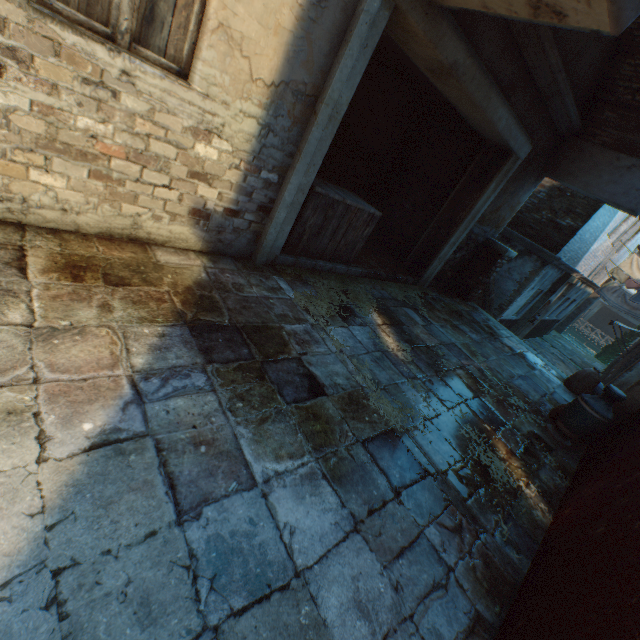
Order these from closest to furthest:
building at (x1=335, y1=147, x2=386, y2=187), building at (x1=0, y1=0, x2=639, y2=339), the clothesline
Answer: building at (x1=0, y1=0, x2=639, y2=339), building at (x1=335, y1=147, x2=386, y2=187), the clothesline

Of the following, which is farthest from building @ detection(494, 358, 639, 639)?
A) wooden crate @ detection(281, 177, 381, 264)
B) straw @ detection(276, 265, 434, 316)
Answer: wooden crate @ detection(281, 177, 381, 264)

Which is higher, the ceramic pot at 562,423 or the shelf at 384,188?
the shelf at 384,188

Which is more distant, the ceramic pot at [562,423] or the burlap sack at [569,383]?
the burlap sack at [569,383]

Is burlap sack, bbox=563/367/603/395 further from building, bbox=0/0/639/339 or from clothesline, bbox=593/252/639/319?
clothesline, bbox=593/252/639/319

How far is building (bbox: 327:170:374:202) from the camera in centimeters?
724cm

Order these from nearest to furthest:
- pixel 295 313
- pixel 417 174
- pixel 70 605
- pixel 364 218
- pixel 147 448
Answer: pixel 70 605, pixel 147 448, pixel 295 313, pixel 364 218, pixel 417 174

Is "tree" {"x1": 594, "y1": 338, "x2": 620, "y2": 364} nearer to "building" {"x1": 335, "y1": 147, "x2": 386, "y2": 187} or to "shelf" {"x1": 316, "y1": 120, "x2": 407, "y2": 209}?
"building" {"x1": 335, "y1": 147, "x2": 386, "y2": 187}
